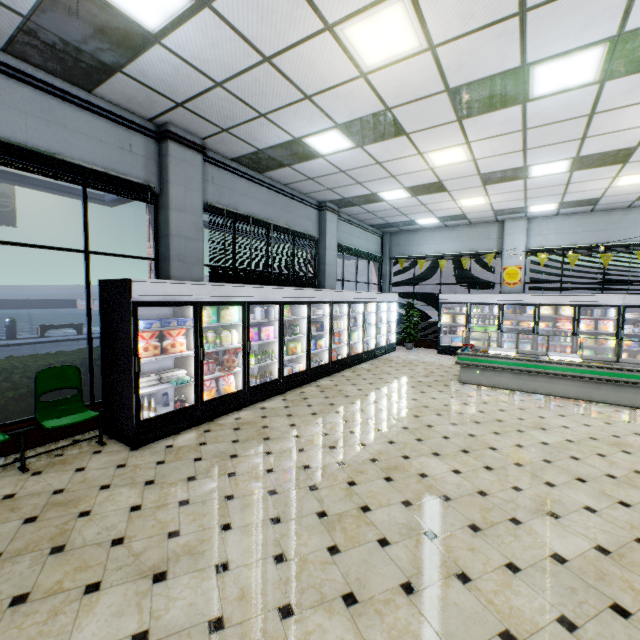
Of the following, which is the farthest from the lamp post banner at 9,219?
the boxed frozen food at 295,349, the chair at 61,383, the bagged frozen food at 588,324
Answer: the bagged frozen food at 588,324

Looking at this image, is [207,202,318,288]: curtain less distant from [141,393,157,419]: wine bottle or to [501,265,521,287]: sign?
[141,393,157,419]: wine bottle

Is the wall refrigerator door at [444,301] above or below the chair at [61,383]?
above

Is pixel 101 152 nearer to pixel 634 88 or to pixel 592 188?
pixel 634 88

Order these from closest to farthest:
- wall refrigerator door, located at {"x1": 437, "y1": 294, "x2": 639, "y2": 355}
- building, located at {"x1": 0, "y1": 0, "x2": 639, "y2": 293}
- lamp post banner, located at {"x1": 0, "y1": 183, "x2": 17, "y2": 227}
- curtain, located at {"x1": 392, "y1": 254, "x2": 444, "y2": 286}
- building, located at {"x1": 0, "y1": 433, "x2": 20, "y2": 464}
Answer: building, located at {"x1": 0, "y1": 0, "x2": 639, "y2": 293} → building, located at {"x1": 0, "y1": 433, "x2": 20, "y2": 464} → wall refrigerator door, located at {"x1": 437, "y1": 294, "x2": 639, "y2": 355} → curtain, located at {"x1": 392, "y1": 254, "x2": 444, "y2": 286} → lamp post banner, located at {"x1": 0, "y1": 183, "x2": 17, "y2": 227}

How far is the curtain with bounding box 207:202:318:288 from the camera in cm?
661

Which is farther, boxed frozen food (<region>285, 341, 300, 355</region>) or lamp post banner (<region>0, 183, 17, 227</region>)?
lamp post banner (<region>0, 183, 17, 227</region>)

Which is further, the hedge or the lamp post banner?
the lamp post banner
